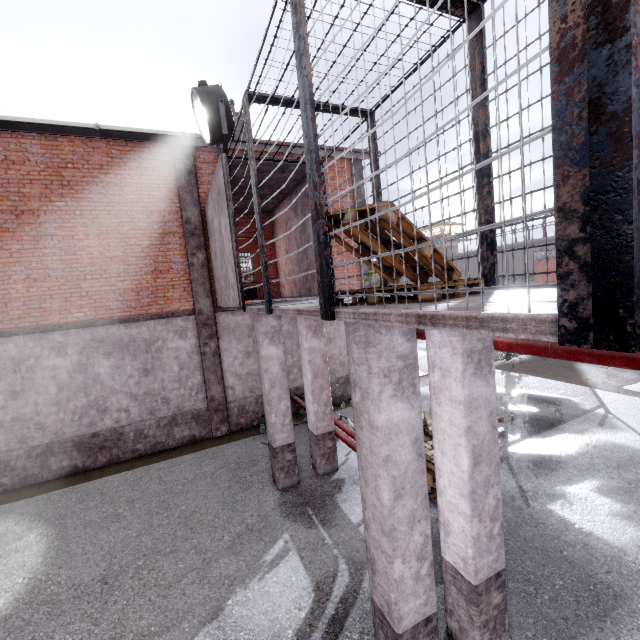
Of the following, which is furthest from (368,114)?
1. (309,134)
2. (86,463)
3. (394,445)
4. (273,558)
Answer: (86,463)

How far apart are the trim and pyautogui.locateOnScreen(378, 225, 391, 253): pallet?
23.5m

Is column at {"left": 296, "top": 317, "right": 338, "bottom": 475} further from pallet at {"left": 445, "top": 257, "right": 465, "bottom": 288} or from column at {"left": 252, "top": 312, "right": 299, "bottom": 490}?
pallet at {"left": 445, "top": 257, "right": 465, "bottom": 288}

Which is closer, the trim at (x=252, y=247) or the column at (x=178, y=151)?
the column at (x=178, y=151)

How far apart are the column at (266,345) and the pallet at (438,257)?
3.5m

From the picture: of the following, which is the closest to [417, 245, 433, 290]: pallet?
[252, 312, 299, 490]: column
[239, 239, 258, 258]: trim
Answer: [252, 312, 299, 490]: column

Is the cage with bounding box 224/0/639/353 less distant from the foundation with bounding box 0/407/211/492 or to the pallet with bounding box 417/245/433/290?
the pallet with bounding box 417/245/433/290

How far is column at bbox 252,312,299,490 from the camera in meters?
6.8 m
